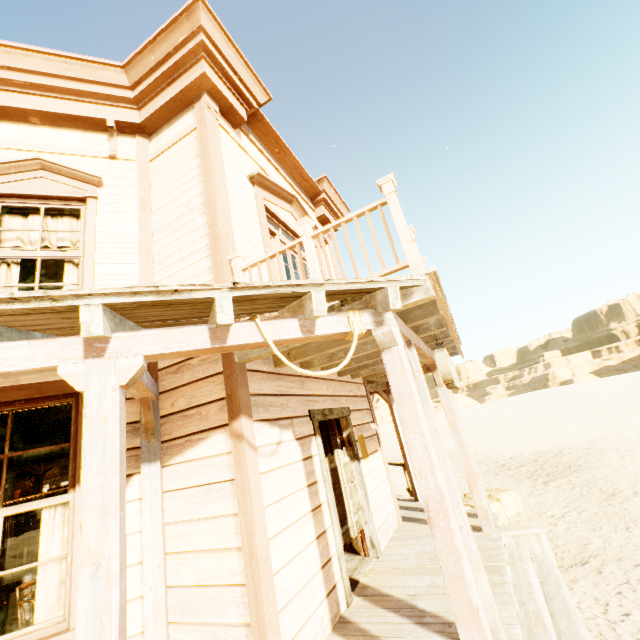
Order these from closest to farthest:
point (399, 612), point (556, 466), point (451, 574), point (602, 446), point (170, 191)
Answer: point (451, 574), point (399, 612), point (170, 191), point (556, 466), point (602, 446)

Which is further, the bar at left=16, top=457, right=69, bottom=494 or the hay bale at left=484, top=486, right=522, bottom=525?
the bar at left=16, top=457, right=69, bottom=494

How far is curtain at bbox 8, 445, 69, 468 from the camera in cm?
327

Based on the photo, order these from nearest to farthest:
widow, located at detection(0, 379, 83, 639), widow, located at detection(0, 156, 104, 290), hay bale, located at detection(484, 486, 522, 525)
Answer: widow, located at detection(0, 379, 83, 639) < widow, located at detection(0, 156, 104, 290) < hay bale, located at detection(484, 486, 522, 525)

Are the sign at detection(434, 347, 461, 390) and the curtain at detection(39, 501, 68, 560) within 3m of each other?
no

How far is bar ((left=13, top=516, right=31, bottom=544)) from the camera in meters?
6.6 m

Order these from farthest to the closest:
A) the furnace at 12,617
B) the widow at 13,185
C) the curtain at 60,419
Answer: the furnace at 12,617 → the widow at 13,185 → the curtain at 60,419

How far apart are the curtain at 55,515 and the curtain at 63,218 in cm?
188
